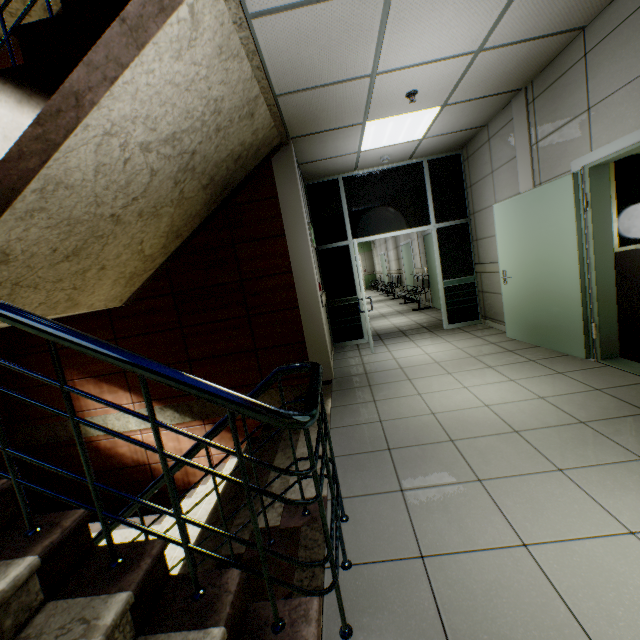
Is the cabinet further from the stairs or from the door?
the stairs

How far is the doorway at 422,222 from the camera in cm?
602

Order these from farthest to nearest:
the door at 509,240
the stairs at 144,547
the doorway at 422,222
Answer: the doorway at 422,222 → the door at 509,240 → the stairs at 144,547

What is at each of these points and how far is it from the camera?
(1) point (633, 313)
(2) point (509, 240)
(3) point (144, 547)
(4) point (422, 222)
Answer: (1) cabinet, 3.65m
(2) door, 4.52m
(3) stairs, 1.28m
(4) doorway, 6.14m

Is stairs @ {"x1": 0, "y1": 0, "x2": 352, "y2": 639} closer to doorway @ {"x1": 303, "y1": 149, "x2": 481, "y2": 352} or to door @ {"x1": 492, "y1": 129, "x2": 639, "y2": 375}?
doorway @ {"x1": 303, "y1": 149, "x2": 481, "y2": 352}

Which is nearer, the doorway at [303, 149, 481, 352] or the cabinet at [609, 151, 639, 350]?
the cabinet at [609, 151, 639, 350]

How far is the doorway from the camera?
6.0m

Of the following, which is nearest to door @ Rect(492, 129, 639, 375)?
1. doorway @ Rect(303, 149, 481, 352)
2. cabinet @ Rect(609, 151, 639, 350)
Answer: cabinet @ Rect(609, 151, 639, 350)
